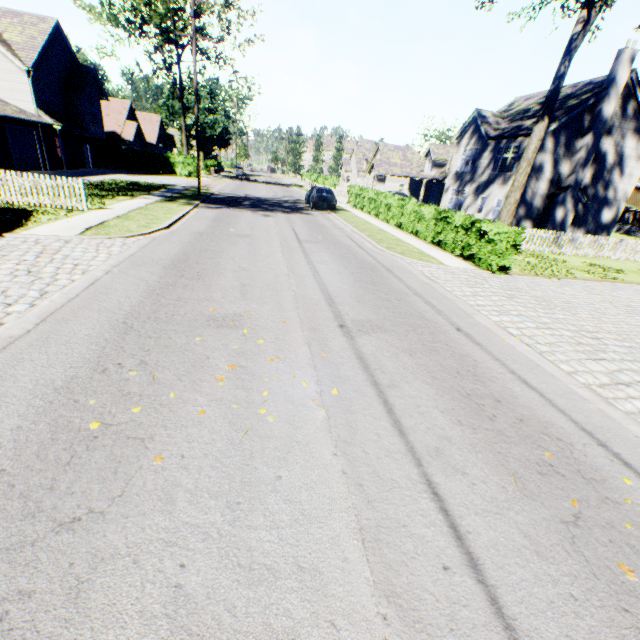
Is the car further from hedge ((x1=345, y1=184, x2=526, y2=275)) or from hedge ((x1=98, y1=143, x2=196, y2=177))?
hedge ((x1=98, y1=143, x2=196, y2=177))

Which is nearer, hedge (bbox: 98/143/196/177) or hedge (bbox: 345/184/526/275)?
hedge (bbox: 345/184/526/275)

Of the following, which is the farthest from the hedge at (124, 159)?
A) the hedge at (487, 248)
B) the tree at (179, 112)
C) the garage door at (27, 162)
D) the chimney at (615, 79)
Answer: the chimney at (615, 79)

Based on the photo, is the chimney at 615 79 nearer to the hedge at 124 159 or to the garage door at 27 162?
the hedge at 124 159

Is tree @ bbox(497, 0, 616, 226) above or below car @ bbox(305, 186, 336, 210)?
above

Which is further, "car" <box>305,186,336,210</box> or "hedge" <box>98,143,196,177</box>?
"hedge" <box>98,143,196,177</box>

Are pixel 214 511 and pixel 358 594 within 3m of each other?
yes

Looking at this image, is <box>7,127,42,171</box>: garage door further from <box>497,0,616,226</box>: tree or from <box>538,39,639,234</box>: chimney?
<box>538,39,639,234</box>: chimney
